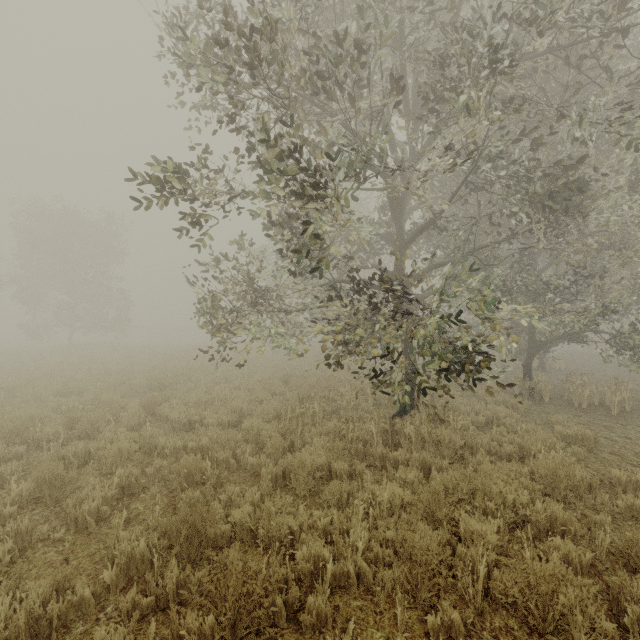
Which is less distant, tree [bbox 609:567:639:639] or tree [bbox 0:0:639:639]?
tree [bbox 609:567:639:639]

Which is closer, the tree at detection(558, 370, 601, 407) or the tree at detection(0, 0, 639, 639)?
the tree at detection(0, 0, 639, 639)

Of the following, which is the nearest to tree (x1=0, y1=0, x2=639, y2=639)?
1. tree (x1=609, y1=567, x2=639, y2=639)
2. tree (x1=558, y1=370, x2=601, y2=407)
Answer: tree (x1=609, y1=567, x2=639, y2=639)

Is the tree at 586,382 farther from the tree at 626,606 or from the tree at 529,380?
the tree at 626,606

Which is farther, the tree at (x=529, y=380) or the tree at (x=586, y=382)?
the tree at (x=586, y=382)

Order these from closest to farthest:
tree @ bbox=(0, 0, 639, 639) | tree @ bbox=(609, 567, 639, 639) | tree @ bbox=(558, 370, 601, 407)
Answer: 1. tree @ bbox=(609, 567, 639, 639)
2. tree @ bbox=(0, 0, 639, 639)
3. tree @ bbox=(558, 370, 601, 407)

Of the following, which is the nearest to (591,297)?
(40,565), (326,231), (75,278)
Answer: (326,231)

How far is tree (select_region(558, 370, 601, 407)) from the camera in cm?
1070
